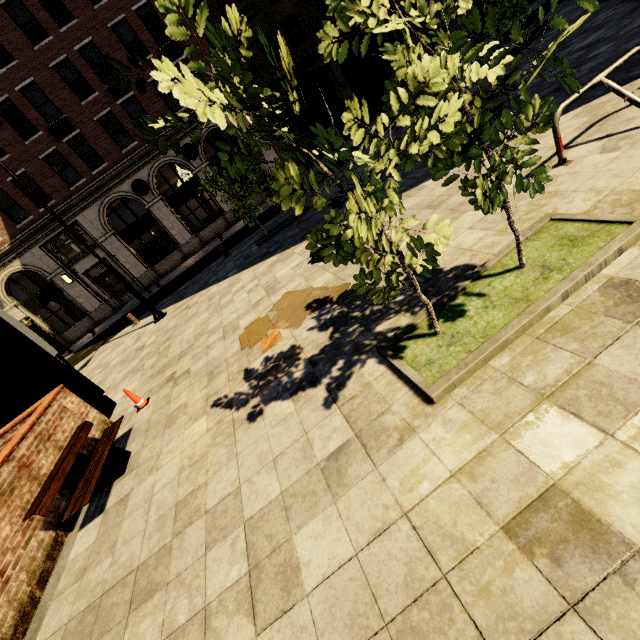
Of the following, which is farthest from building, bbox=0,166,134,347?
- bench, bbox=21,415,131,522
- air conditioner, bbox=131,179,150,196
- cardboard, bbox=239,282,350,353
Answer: bench, bbox=21,415,131,522

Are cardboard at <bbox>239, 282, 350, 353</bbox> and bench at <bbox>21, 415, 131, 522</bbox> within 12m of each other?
yes

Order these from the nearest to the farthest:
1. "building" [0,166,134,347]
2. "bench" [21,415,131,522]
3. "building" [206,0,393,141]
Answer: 1. "bench" [21,415,131,522]
2. "building" [0,166,134,347]
3. "building" [206,0,393,141]

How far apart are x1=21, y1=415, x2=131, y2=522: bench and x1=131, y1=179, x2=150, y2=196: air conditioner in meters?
20.3 m

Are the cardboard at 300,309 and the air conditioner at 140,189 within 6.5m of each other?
no

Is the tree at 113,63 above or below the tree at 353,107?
above

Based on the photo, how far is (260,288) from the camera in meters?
7.9 m

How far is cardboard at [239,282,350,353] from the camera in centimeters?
522cm
